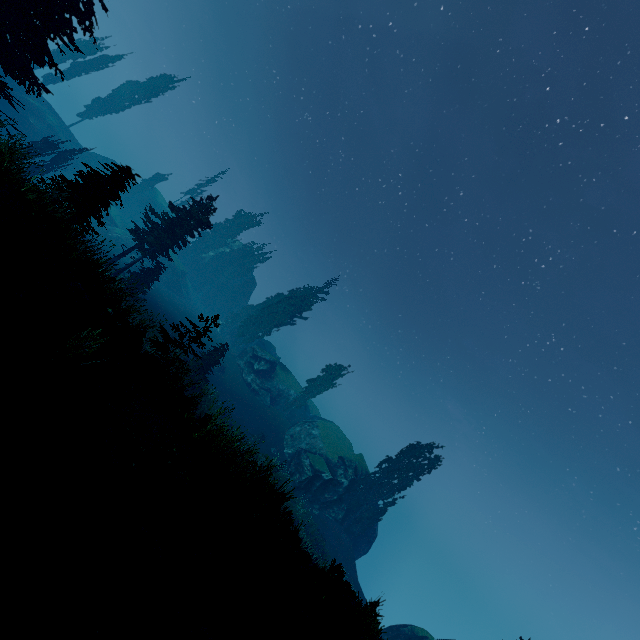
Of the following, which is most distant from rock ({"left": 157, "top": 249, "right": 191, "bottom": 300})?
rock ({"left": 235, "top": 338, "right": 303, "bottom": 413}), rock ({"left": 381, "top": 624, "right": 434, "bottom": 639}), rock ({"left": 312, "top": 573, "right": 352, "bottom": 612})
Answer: rock ({"left": 312, "top": 573, "right": 352, "bottom": 612})

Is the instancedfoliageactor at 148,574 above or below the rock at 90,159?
below

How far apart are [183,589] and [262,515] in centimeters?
296cm

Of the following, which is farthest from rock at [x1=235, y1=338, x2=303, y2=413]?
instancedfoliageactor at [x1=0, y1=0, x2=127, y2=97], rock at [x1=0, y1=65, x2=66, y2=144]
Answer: rock at [x1=0, y1=65, x2=66, y2=144]

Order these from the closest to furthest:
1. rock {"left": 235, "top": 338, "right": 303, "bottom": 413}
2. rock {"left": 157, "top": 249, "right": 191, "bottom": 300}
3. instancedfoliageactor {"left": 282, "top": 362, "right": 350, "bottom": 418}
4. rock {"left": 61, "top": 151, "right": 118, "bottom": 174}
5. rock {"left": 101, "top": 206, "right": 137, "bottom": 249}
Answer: rock {"left": 235, "top": 338, "right": 303, "bottom": 413} → instancedfoliageactor {"left": 282, "top": 362, "right": 350, "bottom": 418} → rock {"left": 101, "top": 206, "right": 137, "bottom": 249} → rock {"left": 61, "top": 151, "right": 118, "bottom": 174} → rock {"left": 157, "top": 249, "right": 191, "bottom": 300}

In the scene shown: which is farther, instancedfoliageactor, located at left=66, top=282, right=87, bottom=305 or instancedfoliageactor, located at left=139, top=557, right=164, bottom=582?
instancedfoliageactor, located at left=66, top=282, right=87, bottom=305

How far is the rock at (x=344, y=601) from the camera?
9.3m

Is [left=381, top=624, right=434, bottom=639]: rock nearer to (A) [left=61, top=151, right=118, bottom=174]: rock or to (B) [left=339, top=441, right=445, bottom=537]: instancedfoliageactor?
(B) [left=339, top=441, right=445, bottom=537]: instancedfoliageactor
